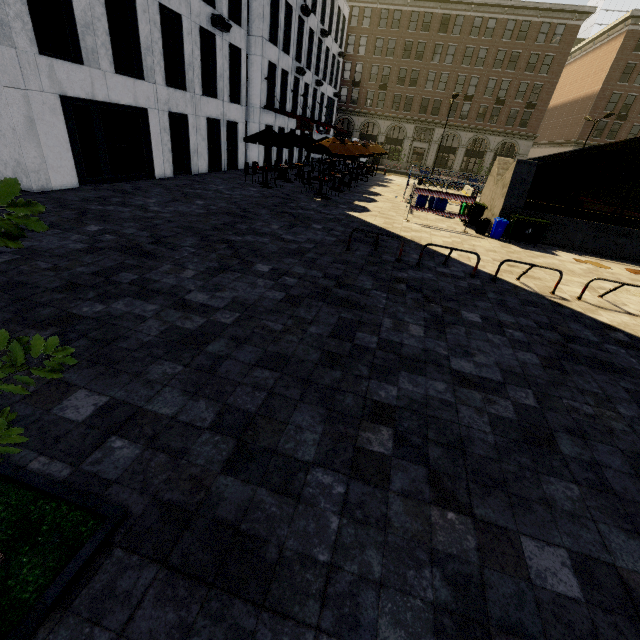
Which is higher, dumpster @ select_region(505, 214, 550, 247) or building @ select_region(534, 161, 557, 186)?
building @ select_region(534, 161, 557, 186)

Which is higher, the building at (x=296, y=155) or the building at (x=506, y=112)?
the building at (x=506, y=112)

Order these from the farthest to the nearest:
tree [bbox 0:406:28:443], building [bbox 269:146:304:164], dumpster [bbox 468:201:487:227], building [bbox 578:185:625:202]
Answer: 1. building [bbox 578:185:625:202]
2. building [bbox 269:146:304:164]
3. dumpster [bbox 468:201:487:227]
4. tree [bbox 0:406:28:443]

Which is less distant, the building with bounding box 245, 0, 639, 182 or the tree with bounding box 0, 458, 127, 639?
the tree with bounding box 0, 458, 127, 639

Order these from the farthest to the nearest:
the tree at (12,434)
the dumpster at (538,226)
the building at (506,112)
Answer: the building at (506,112) < the dumpster at (538,226) < the tree at (12,434)

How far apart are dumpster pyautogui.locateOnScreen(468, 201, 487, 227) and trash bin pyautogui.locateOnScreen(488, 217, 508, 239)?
1.02m

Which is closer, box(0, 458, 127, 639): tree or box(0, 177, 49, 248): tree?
box(0, 177, 49, 248): tree

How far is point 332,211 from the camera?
15.0m
